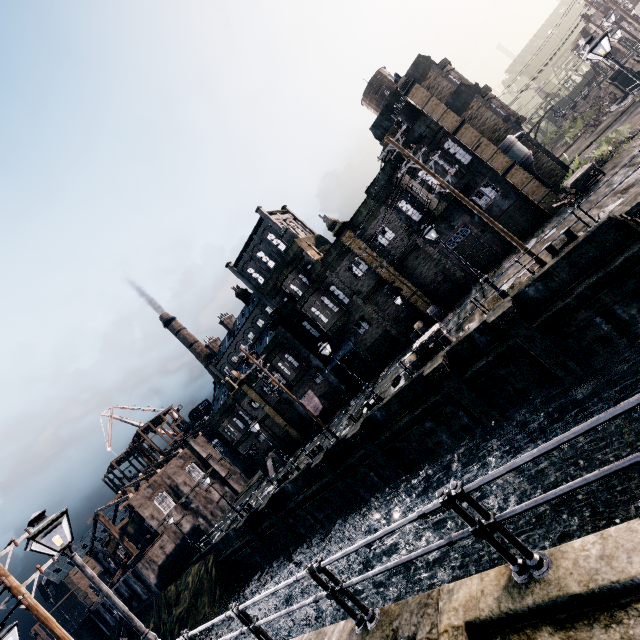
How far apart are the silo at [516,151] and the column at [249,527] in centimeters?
3768cm

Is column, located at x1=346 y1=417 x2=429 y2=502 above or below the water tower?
below

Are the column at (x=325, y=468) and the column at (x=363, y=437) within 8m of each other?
yes

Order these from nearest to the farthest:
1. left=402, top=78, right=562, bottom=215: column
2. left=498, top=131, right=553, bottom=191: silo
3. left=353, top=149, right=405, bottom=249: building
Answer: left=402, top=78, right=562, bottom=215: column, left=498, top=131, right=553, bottom=191: silo, left=353, top=149, right=405, bottom=249: building

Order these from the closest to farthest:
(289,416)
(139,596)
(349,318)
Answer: (349,318), (289,416), (139,596)

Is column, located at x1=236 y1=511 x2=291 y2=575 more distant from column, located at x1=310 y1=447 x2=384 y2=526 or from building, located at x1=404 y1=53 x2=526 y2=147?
building, located at x1=404 y1=53 x2=526 y2=147

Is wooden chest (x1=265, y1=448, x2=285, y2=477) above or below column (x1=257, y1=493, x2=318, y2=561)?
above

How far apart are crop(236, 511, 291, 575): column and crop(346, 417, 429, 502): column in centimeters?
1635cm
